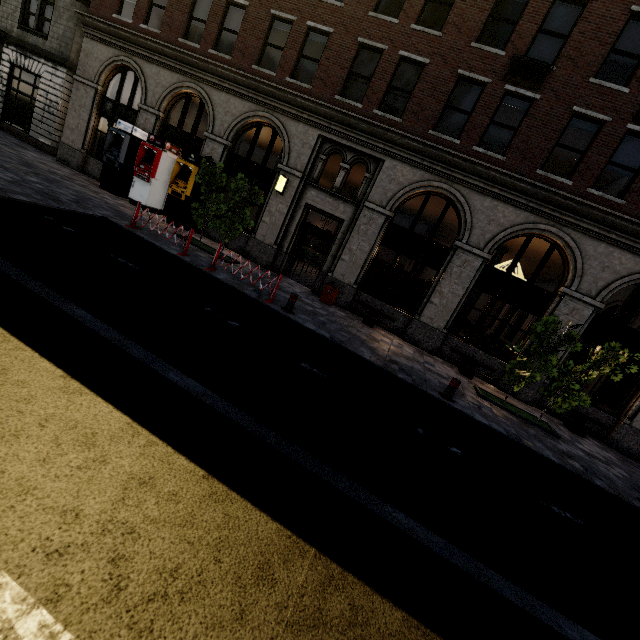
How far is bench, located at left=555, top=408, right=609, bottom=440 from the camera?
11.0 meters

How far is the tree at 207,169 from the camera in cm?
1118

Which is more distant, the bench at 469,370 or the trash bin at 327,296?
the trash bin at 327,296

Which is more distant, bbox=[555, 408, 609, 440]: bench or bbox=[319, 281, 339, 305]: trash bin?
bbox=[319, 281, 339, 305]: trash bin

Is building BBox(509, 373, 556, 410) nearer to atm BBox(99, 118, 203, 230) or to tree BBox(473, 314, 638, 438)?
atm BBox(99, 118, 203, 230)

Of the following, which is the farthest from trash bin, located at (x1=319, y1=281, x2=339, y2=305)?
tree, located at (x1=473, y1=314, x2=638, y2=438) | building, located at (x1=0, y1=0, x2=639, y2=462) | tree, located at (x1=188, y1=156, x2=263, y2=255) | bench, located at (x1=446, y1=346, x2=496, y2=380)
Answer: tree, located at (x1=473, y1=314, x2=638, y2=438)

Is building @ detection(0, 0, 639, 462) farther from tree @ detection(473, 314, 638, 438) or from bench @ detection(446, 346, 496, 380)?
tree @ detection(473, 314, 638, 438)

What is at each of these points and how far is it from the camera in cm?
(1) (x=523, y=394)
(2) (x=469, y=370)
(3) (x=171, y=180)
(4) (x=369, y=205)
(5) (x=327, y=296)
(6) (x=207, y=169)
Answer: (1) building, 1207
(2) bench, 1184
(3) atm, 1386
(4) building, 1282
(5) trash bin, 1291
(6) tree, 1103
